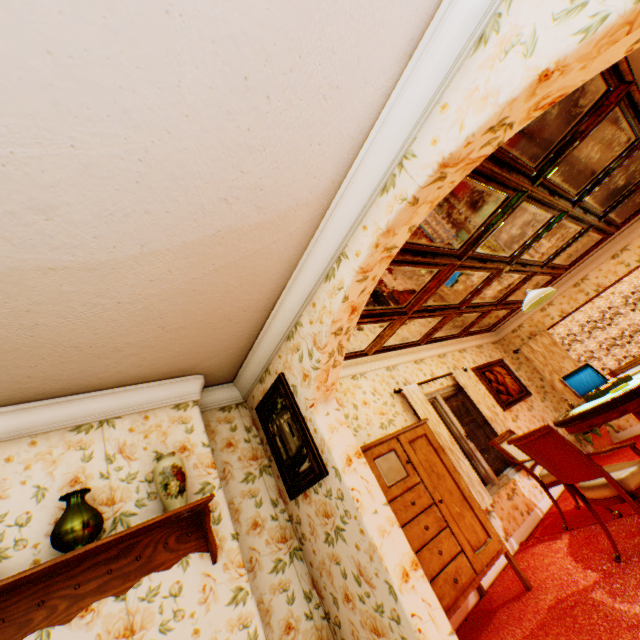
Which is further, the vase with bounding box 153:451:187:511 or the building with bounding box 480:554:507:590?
the building with bounding box 480:554:507:590

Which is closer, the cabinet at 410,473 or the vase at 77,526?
the vase at 77,526

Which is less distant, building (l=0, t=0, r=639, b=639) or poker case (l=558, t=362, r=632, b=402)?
building (l=0, t=0, r=639, b=639)

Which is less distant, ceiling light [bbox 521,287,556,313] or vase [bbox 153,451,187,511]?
vase [bbox 153,451,187,511]

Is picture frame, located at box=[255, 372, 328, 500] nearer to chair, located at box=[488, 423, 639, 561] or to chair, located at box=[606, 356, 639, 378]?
chair, located at box=[488, 423, 639, 561]

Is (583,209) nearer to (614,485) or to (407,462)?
(614,485)

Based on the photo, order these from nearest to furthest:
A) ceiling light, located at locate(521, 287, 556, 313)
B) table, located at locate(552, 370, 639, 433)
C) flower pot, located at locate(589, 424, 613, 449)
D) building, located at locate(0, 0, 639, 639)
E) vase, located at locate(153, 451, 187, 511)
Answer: building, located at locate(0, 0, 639, 639) → vase, located at locate(153, 451, 187, 511) → table, located at locate(552, 370, 639, 433) → ceiling light, located at locate(521, 287, 556, 313) → flower pot, located at locate(589, 424, 613, 449)

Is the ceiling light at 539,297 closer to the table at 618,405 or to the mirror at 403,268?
the mirror at 403,268
